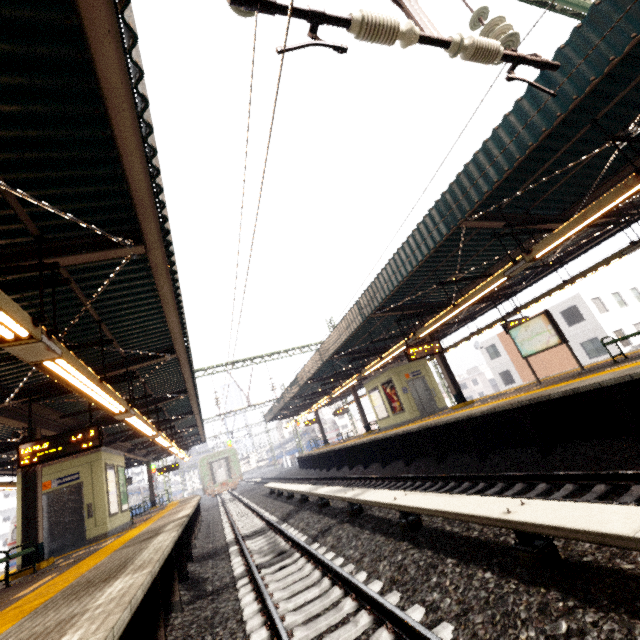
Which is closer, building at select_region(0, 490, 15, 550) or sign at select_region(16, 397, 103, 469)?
sign at select_region(16, 397, 103, 469)

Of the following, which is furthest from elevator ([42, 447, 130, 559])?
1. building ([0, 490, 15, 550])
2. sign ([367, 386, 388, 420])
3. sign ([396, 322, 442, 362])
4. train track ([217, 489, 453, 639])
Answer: building ([0, 490, 15, 550])

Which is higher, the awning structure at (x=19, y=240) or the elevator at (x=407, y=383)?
the awning structure at (x=19, y=240)

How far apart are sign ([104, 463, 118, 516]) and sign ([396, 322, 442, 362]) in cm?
1151

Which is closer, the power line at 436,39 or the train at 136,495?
the power line at 436,39

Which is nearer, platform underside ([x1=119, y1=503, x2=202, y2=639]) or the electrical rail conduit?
the electrical rail conduit

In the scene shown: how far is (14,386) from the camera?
7.71m

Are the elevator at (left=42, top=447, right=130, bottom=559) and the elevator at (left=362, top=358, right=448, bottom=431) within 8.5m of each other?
no
